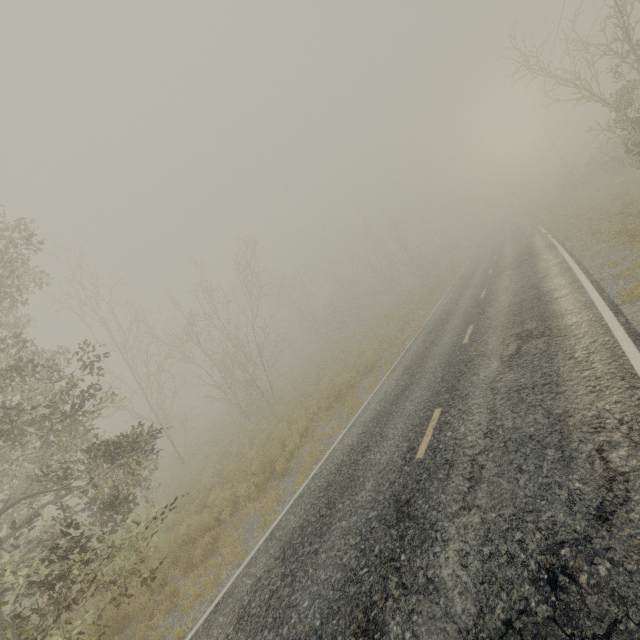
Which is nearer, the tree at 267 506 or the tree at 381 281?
the tree at 381 281

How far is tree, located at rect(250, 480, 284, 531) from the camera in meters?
7.9

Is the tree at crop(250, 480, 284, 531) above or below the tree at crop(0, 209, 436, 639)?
below

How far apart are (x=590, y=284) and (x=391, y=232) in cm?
3709

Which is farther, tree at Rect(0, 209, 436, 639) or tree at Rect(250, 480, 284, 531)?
tree at Rect(250, 480, 284, 531)

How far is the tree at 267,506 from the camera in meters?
7.9
